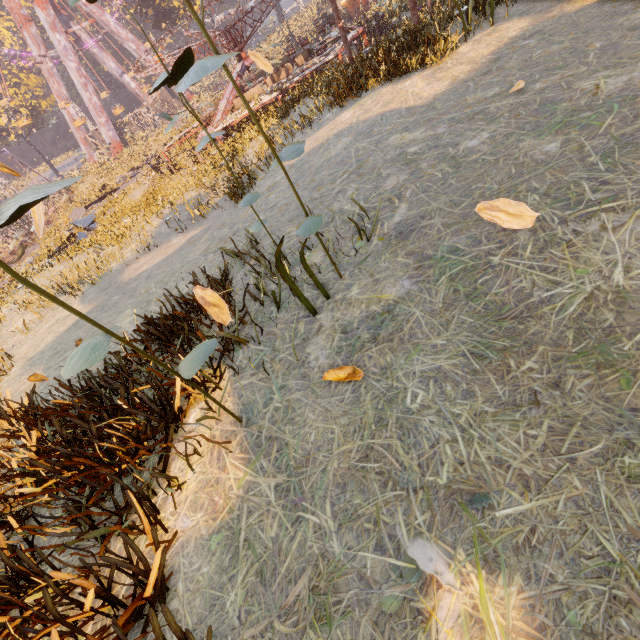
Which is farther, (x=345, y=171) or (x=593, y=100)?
(x=345, y=171)

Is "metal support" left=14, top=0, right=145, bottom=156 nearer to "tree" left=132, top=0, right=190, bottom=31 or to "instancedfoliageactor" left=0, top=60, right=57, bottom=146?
"instancedfoliageactor" left=0, top=60, right=57, bottom=146

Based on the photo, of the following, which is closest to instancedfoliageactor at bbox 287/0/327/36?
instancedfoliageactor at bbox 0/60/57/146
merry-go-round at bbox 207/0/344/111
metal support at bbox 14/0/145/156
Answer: merry-go-round at bbox 207/0/344/111

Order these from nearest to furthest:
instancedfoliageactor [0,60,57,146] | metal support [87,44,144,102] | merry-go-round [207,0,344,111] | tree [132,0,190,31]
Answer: merry-go-round [207,0,344,111] → tree [132,0,190,31] → instancedfoliageactor [0,60,57,146] → metal support [87,44,144,102]

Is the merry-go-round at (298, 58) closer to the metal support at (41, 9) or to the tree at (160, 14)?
the tree at (160, 14)

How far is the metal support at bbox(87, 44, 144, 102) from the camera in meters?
43.8

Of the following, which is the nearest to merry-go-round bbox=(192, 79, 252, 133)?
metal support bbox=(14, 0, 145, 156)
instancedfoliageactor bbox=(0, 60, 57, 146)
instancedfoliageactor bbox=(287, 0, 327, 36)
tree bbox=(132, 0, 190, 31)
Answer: instancedfoliageactor bbox=(287, 0, 327, 36)

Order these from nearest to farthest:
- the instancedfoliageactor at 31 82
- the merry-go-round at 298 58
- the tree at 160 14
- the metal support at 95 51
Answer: the merry-go-round at 298 58 → the tree at 160 14 → the instancedfoliageactor at 31 82 → the metal support at 95 51
